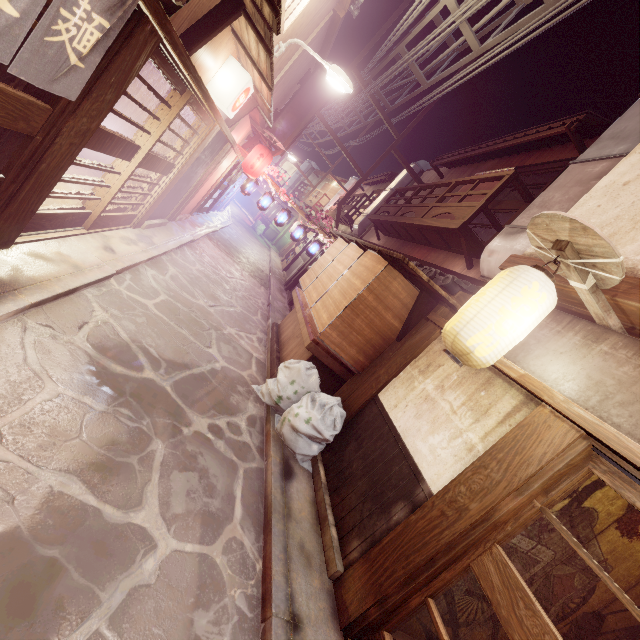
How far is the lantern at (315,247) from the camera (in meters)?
23.05

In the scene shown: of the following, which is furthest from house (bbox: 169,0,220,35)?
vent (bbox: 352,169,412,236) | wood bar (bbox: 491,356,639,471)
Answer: vent (bbox: 352,169,412,236)

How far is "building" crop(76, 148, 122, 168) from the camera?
15.1 meters

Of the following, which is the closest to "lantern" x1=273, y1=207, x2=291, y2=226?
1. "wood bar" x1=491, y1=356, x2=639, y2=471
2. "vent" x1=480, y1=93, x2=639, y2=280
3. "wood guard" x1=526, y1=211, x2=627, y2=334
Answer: "vent" x1=480, y1=93, x2=639, y2=280

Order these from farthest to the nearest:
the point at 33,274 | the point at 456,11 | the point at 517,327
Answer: the point at 456,11, the point at 33,274, the point at 517,327

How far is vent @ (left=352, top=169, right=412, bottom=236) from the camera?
28.3 meters

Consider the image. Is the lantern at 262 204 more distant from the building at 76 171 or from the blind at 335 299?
the blind at 335 299

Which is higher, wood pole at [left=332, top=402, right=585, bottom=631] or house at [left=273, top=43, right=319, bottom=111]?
house at [left=273, top=43, right=319, bottom=111]
